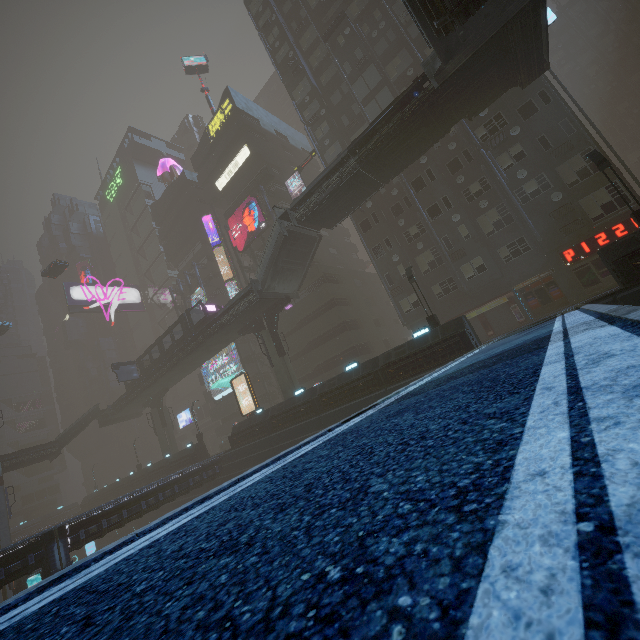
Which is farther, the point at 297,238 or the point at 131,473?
the point at 131,473

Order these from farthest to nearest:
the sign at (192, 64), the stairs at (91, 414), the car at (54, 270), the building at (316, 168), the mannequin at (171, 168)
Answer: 1. the mannequin at (171, 168)
2. the building at (316, 168)
3. the sign at (192, 64)
4. the car at (54, 270)
5. the stairs at (91, 414)

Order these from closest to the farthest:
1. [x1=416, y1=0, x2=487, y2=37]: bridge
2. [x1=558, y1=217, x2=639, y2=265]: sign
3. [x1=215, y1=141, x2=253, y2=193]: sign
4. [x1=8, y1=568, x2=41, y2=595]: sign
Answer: [x1=416, y1=0, x2=487, y2=37]: bridge
[x1=558, y1=217, x2=639, y2=265]: sign
[x1=8, y1=568, x2=41, y2=595]: sign
[x1=215, y1=141, x2=253, y2=193]: sign

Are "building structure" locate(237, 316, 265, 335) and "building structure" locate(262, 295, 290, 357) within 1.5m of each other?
yes

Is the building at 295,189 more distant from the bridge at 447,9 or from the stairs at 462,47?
the bridge at 447,9

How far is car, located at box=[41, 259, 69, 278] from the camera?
43.34m

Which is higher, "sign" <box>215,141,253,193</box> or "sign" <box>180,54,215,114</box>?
"sign" <box>180,54,215,114</box>

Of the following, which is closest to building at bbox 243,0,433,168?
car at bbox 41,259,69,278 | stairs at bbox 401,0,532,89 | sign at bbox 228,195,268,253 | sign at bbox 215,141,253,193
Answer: sign at bbox 215,141,253,193
